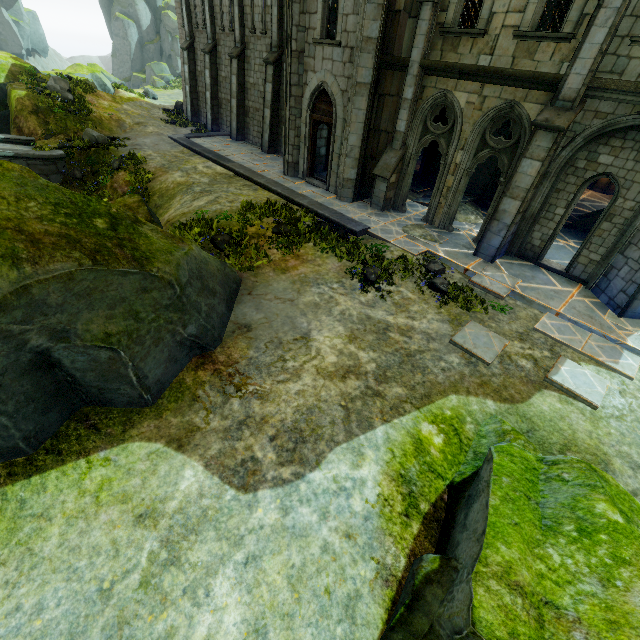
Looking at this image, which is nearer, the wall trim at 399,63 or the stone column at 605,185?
the wall trim at 399,63

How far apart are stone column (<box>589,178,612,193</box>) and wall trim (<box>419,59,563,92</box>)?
13.5 meters

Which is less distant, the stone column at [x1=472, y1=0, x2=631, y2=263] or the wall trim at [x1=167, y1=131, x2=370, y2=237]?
the stone column at [x1=472, y1=0, x2=631, y2=263]

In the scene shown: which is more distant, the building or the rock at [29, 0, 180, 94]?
the rock at [29, 0, 180, 94]

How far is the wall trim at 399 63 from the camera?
10.8 meters

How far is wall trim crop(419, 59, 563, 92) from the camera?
8.5 meters

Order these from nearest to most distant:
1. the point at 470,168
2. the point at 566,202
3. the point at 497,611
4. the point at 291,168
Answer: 1. the point at 497,611
2. the point at 566,202
3. the point at 470,168
4. the point at 291,168

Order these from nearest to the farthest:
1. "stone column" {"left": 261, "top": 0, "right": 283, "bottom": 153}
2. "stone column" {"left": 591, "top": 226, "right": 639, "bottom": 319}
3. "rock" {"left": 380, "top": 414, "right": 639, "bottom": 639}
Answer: "rock" {"left": 380, "top": 414, "right": 639, "bottom": 639}, "stone column" {"left": 591, "top": 226, "right": 639, "bottom": 319}, "stone column" {"left": 261, "top": 0, "right": 283, "bottom": 153}
